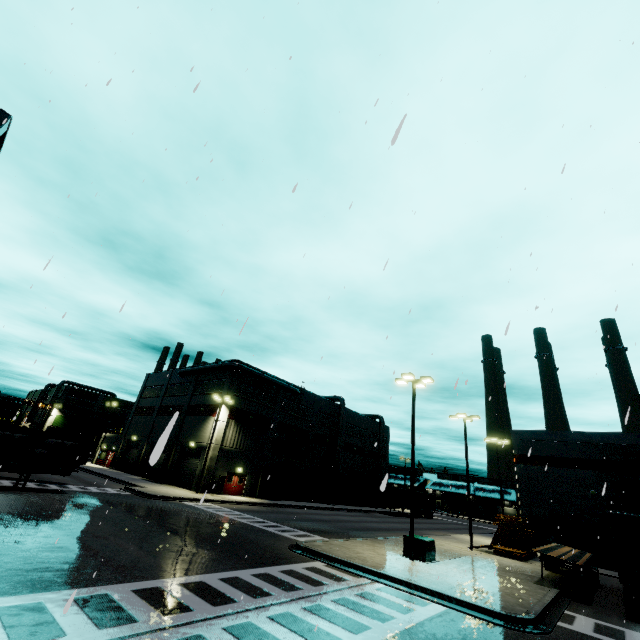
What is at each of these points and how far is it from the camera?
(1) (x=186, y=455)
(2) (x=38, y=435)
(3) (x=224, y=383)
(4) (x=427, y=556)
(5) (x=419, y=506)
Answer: (1) roll-up door, 38.6 meters
(2) cargo container, 25.3 meters
(3) building, 39.8 meters
(4) electrical box, 17.0 meters
(5) semi trailer, 54.8 meters

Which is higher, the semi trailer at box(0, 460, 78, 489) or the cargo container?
the cargo container

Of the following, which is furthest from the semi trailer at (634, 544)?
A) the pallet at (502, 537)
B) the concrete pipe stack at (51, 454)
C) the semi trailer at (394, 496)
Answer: the semi trailer at (394, 496)

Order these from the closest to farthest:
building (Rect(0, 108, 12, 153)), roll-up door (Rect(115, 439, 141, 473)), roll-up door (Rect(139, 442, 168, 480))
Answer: roll-up door (Rect(139, 442, 168, 480)) < building (Rect(0, 108, 12, 153)) < roll-up door (Rect(115, 439, 141, 473))

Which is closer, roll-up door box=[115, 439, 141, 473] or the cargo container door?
the cargo container door

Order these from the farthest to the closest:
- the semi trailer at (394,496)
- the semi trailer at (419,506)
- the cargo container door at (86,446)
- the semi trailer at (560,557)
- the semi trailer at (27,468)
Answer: the semi trailer at (419,506)
the semi trailer at (394,496)
the cargo container door at (86,446)
the semi trailer at (27,468)
the semi trailer at (560,557)

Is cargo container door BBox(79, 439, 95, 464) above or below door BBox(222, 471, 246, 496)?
above

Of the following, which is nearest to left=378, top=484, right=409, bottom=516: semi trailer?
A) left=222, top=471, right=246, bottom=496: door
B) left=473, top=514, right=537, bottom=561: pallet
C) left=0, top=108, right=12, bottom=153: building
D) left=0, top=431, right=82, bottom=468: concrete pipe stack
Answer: left=0, top=108, right=12, bottom=153: building
